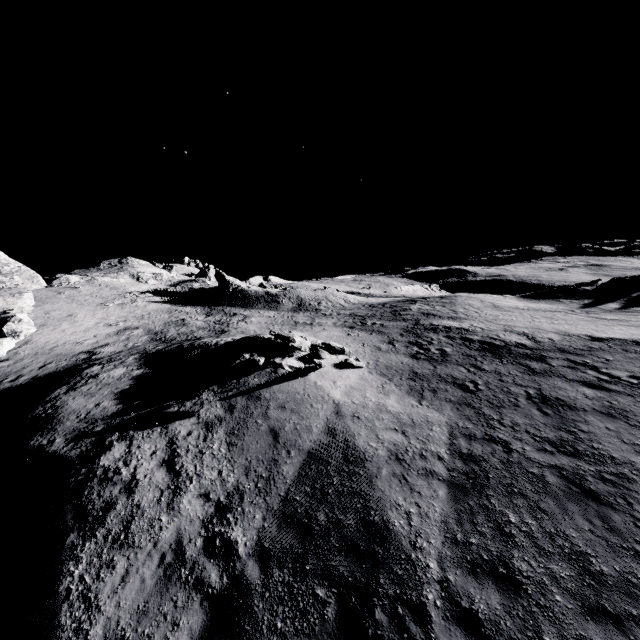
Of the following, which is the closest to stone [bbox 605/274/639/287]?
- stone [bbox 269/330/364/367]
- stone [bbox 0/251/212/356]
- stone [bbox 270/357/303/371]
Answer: stone [bbox 269/330/364/367]

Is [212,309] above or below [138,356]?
above

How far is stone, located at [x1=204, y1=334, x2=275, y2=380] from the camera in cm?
1385

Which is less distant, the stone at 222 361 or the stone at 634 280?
the stone at 222 361

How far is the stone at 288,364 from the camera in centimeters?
1271cm

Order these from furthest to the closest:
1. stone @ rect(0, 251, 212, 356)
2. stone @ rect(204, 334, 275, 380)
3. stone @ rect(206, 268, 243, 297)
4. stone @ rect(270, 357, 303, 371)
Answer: stone @ rect(206, 268, 243, 297) → stone @ rect(0, 251, 212, 356) → stone @ rect(204, 334, 275, 380) → stone @ rect(270, 357, 303, 371)

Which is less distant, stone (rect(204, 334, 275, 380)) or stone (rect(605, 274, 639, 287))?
A: stone (rect(204, 334, 275, 380))

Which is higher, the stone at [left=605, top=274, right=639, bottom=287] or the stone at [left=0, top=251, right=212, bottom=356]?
the stone at [left=0, top=251, right=212, bottom=356]
